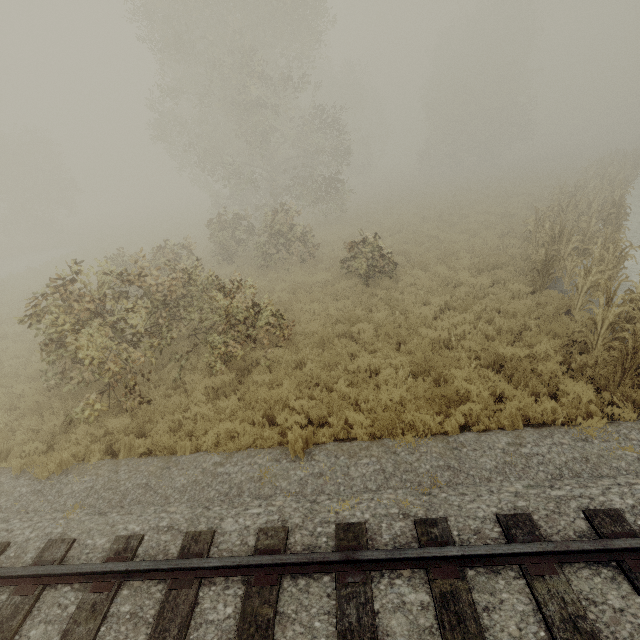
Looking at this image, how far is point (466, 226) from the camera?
17.7 meters
